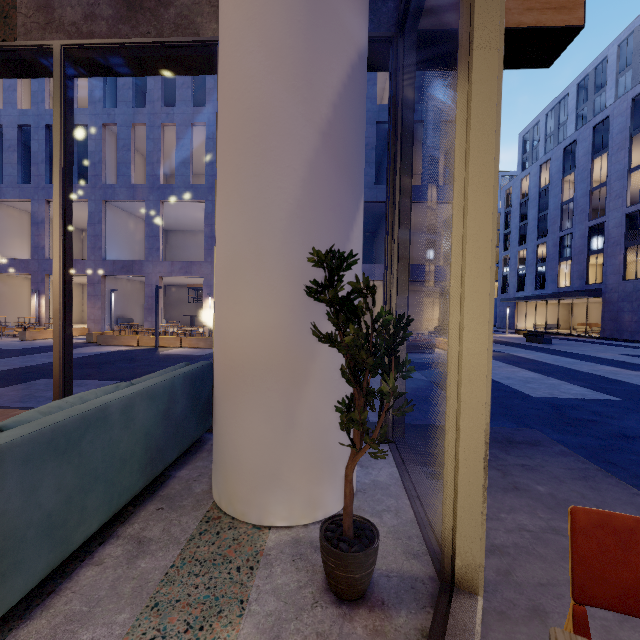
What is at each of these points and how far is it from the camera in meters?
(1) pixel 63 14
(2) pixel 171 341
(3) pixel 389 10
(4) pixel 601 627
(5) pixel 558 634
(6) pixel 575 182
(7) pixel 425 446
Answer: (1) building, 3.8 m
(2) planter, 15.1 m
(3) building, 3.6 m
(4) building, 1.5 m
(5) table, 0.7 m
(6) building, 32.3 m
(7) building, 3.5 m

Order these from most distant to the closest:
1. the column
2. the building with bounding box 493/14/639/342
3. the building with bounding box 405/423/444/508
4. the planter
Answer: the building with bounding box 493/14/639/342
the planter
the building with bounding box 405/423/444/508
the column

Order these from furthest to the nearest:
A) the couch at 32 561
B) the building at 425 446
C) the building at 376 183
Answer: the building at 376 183, the building at 425 446, the couch at 32 561

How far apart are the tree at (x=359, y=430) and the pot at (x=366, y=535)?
0.05m

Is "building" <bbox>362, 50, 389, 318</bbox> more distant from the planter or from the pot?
the pot

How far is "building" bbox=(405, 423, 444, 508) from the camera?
2.8 meters

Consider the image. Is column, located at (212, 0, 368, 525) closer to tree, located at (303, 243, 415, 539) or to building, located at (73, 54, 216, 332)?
tree, located at (303, 243, 415, 539)

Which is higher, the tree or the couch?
the tree
